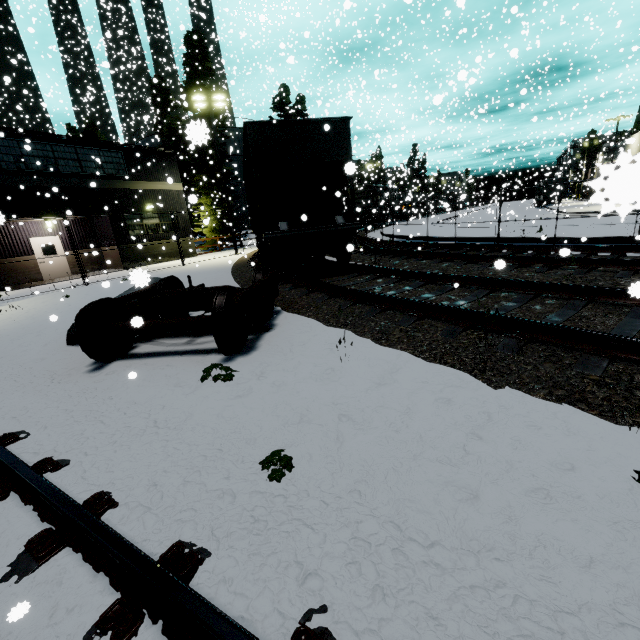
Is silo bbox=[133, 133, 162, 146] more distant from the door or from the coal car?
the door

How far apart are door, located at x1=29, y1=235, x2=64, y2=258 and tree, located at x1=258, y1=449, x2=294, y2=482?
23.5 meters

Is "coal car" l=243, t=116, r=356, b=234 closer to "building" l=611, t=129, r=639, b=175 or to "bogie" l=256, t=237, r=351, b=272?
"bogie" l=256, t=237, r=351, b=272

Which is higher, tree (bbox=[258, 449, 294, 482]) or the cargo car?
the cargo car

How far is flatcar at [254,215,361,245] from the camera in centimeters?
910cm

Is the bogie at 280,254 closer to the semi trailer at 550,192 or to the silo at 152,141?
the silo at 152,141

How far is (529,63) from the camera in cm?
3578

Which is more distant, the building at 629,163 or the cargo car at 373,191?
the cargo car at 373,191
